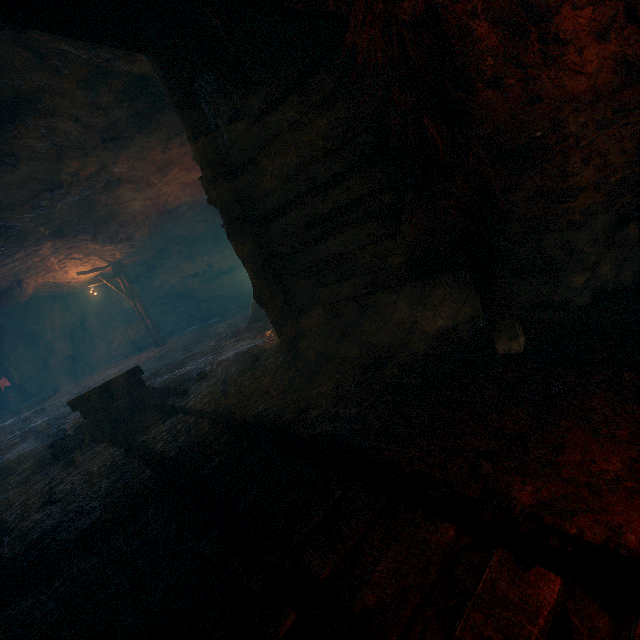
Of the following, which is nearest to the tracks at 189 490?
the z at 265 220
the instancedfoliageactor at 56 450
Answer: the z at 265 220

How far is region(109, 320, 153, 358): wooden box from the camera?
18.98m

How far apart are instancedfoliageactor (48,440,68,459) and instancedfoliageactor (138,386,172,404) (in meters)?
1.21

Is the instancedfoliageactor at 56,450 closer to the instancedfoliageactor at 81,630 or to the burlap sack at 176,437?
the burlap sack at 176,437

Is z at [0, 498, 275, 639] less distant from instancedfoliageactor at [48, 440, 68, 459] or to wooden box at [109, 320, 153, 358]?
instancedfoliageactor at [48, 440, 68, 459]

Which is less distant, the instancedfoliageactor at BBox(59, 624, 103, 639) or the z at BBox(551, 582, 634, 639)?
the z at BBox(551, 582, 634, 639)

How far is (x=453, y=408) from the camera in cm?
231

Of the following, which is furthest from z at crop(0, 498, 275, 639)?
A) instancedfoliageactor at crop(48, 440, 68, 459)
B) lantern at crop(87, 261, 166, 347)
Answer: lantern at crop(87, 261, 166, 347)
